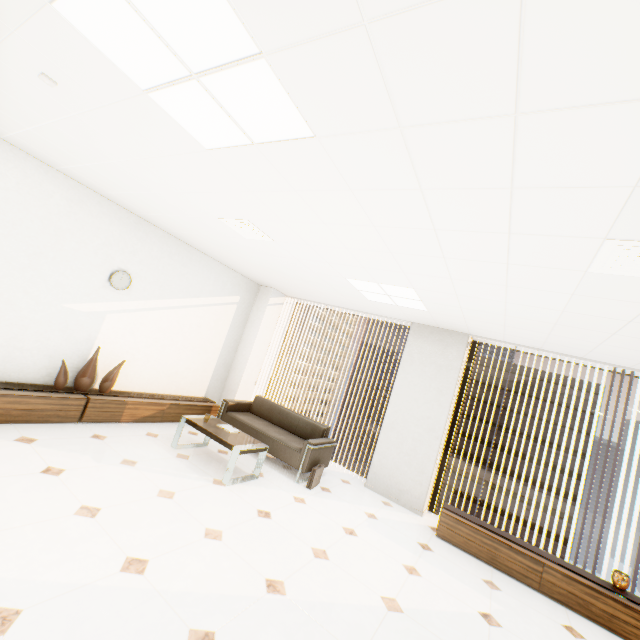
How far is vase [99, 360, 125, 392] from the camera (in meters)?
4.68

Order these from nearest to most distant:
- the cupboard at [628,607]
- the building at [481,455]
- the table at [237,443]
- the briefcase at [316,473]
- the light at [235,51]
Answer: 1. the light at [235,51]
2. the cupboard at [628,607]
3. the table at [237,443]
4. the briefcase at [316,473]
5. the building at [481,455]

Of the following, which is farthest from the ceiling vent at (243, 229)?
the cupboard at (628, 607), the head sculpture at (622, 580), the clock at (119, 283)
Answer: the head sculpture at (622, 580)

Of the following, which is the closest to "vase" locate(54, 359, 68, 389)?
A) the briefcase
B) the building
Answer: the briefcase

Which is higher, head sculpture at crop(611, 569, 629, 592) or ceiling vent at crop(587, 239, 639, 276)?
ceiling vent at crop(587, 239, 639, 276)

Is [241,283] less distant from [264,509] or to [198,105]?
[264,509]

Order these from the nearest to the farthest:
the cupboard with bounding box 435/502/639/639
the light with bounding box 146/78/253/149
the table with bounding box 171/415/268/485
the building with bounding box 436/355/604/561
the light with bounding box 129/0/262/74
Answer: the light with bounding box 129/0/262/74
the light with bounding box 146/78/253/149
the cupboard with bounding box 435/502/639/639
the table with bounding box 171/415/268/485
the building with bounding box 436/355/604/561

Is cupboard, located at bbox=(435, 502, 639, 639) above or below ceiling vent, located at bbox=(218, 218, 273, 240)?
below
